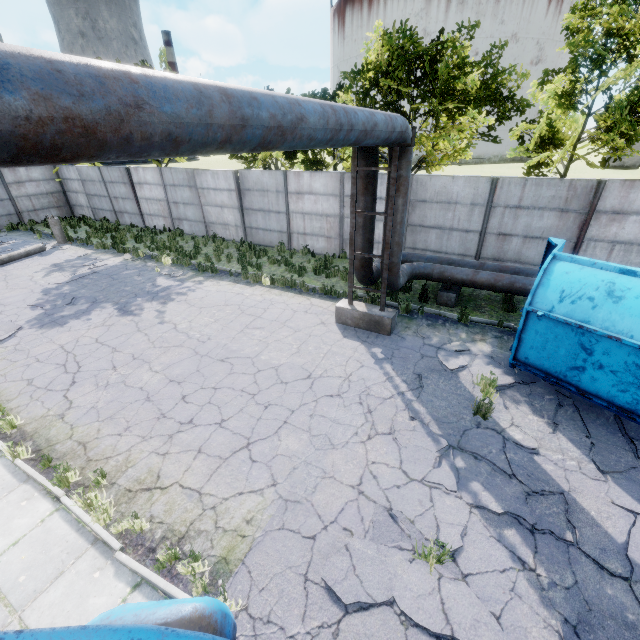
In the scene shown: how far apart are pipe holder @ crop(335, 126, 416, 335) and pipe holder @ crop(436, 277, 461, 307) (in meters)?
2.21

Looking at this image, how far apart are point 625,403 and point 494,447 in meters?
2.3

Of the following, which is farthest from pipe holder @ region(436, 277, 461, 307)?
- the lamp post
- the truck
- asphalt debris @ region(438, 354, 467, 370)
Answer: the lamp post

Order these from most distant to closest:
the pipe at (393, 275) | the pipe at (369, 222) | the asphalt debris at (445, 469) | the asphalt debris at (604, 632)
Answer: the pipe at (369, 222), the pipe at (393, 275), the asphalt debris at (445, 469), the asphalt debris at (604, 632)

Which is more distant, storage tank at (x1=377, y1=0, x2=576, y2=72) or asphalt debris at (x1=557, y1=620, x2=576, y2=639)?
storage tank at (x1=377, y1=0, x2=576, y2=72)

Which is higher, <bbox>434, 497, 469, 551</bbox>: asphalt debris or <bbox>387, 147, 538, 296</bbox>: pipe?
<bbox>387, 147, 538, 296</bbox>: pipe

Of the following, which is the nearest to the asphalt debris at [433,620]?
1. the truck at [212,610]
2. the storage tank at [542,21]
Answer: the truck at [212,610]

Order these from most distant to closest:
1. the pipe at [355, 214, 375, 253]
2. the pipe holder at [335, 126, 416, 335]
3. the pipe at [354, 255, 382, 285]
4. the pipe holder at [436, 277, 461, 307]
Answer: the pipe holder at [436, 277, 461, 307], the pipe at [354, 255, 382, 285], the pipe at [355, 214, 375, 253], the pipe holder at [335, 126, 416, 335]
